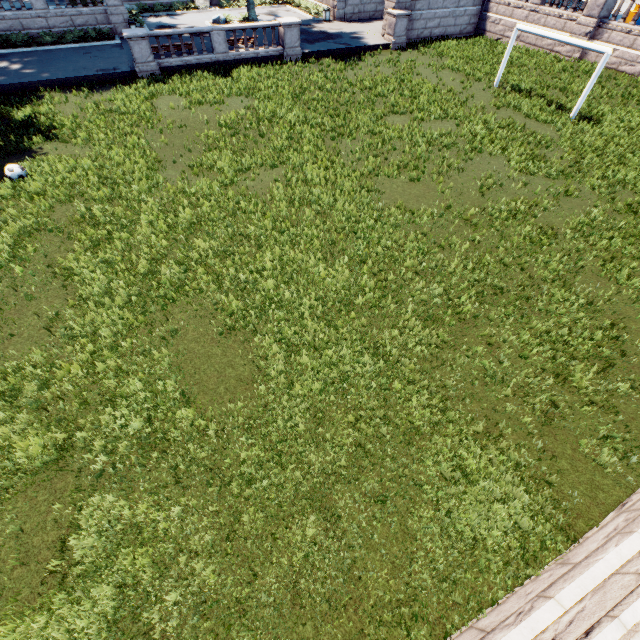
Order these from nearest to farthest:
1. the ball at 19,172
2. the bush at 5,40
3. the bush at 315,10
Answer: the ball at 19,172
the bush at 5,40
the bush at 315,10

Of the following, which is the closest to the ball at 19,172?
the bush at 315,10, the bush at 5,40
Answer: the bush at 5,40

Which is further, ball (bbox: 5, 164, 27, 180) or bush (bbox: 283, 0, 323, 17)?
bush (bbox: 283, 0, 323, 17)

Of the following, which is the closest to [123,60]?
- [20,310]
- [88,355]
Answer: [20,310]

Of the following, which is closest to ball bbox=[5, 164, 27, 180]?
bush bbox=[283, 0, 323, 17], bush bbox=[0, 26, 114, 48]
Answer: bush bbox=[0, 26, 114, 48]

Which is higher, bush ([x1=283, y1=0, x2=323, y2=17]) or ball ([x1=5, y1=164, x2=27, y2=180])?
bush ([x1=283, y1=0, x2=323, y2=17])

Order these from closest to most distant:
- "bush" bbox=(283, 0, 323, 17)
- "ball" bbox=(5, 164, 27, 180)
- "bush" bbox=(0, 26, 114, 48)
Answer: "ball" bbox=(5, 164, 27, 180), "bush" bbox=(0, 26, 114, 48), "bush" bbox=(283, 0, 323, 17)
